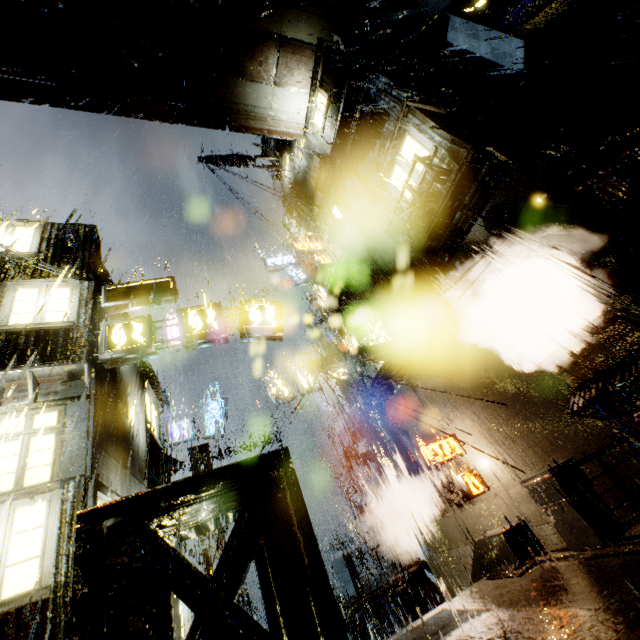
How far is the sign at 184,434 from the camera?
17.5m

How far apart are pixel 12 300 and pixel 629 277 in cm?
1571

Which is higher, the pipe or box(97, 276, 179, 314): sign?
box(97, 276, 179, 314): sign

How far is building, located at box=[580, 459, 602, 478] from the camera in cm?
841

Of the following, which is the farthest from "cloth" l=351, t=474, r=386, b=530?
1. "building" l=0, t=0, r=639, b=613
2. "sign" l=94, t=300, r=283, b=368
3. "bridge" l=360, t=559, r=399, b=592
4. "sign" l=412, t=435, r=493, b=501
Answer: "sign" l=94, t=300, r=283, b=368

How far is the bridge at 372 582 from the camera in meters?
17.6 m

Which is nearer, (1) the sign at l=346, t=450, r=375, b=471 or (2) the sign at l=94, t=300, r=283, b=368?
(2) the sign at l=94, t=300, r=283, b=368

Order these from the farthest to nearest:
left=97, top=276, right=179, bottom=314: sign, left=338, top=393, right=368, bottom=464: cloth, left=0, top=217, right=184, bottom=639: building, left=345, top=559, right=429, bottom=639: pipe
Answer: left=338, top=393, right=368, bottom=464: cloth, left=345, top=559, right=429, bottom=639: pipe, left=97, top=276, right=179, bottom=314: sign, left=0, top=217, right=184, bottom=639: building
